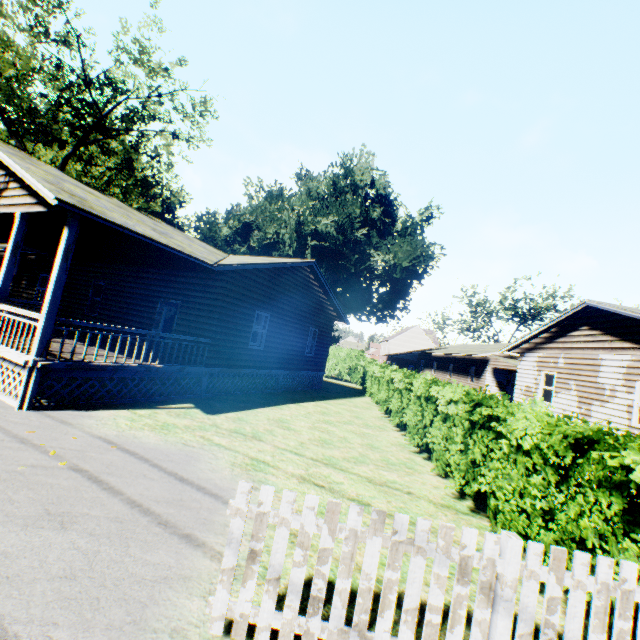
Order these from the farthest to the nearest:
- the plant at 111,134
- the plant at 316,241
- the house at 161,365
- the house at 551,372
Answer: the plant at 316,241 < the plant at 111,134 < the house at 551,372 < the house at 161,365

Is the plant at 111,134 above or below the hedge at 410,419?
above

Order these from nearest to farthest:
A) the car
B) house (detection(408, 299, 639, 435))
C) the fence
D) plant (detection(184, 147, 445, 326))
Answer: the fence, house (detection(408, 299, 639, 435)), the car, plant (detection(184, 147, 445, 326))

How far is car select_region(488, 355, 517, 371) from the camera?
23.7 meters

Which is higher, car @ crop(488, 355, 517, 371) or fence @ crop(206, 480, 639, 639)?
car @ crop(488, 355, 517, 371)

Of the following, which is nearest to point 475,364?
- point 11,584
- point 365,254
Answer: point 365,254

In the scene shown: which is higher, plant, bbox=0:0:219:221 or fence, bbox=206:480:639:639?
plant, bbox=0:0:219:221

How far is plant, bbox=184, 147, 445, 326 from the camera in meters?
34.8
